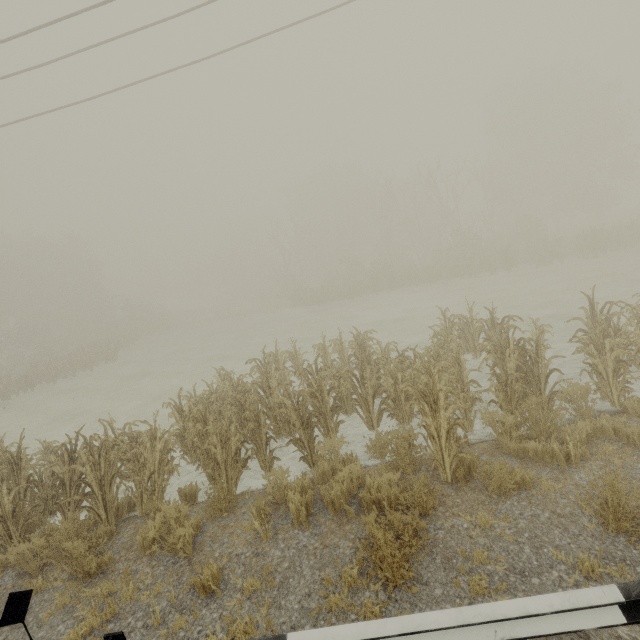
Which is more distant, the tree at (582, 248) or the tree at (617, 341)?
the tree at (582, 248)

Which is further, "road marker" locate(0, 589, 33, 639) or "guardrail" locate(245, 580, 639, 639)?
"road marker" locate(0, 589, 33, 639)

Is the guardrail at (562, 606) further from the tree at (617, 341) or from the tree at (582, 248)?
the tree at (582, 248)

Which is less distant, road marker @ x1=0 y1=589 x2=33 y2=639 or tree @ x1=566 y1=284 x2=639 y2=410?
road marker @ x1=0 y1=589 x2=33 y2=639

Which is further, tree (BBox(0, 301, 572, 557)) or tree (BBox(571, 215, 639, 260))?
tree (BBox(571, 215, 639, 260))

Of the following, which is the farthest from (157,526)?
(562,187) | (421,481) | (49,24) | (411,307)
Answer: (562,187)

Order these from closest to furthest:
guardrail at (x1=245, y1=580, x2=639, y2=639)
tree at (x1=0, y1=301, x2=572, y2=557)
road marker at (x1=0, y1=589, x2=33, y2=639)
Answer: guardrail at (x1=245, y1=580, x2=639, y2=639)
road marker at (x1=0, y1=589, x2=33, y2=639)
tree at (x1=0, y1=301, x2=572, y2=557)

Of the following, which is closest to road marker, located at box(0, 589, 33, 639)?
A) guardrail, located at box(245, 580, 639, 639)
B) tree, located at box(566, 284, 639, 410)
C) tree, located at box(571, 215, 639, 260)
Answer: guardrail, located at box(245, 580, 639, 639)
